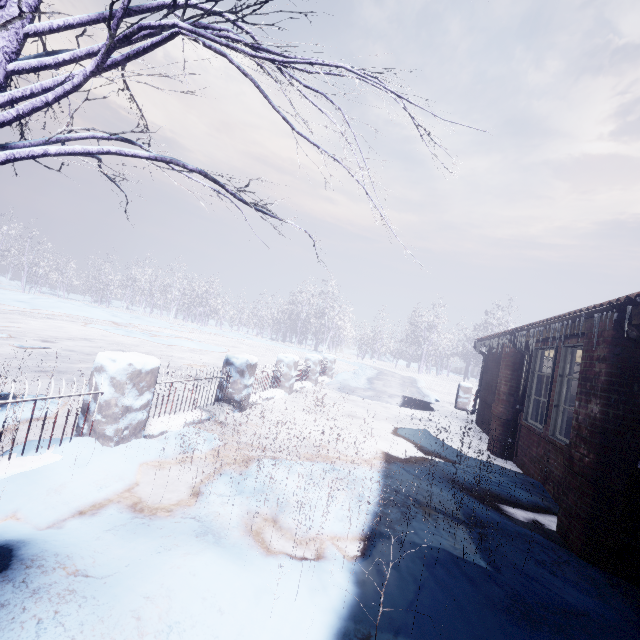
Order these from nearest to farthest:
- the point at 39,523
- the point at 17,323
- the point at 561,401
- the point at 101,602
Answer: the point at 101,602
the point at 39,523
the point at 561,401
the point at 17,323

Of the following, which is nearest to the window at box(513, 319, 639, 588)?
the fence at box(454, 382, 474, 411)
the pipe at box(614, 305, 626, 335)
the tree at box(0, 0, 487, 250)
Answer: the pipe at box(614, 305, 626, 335)

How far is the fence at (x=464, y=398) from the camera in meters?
11.1

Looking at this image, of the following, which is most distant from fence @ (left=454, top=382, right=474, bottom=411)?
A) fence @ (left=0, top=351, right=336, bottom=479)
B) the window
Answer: the window

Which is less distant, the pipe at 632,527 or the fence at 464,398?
the pipe at 632,527

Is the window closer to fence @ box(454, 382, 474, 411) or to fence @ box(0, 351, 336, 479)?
fence @ box(0, 351, 336, 479)

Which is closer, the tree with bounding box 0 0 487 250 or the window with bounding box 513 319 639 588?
the tree with bounding box 0 0 487 250

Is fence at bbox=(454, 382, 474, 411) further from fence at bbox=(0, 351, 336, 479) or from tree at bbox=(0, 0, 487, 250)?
tree at bbox=(0, 0, 487, 250)
